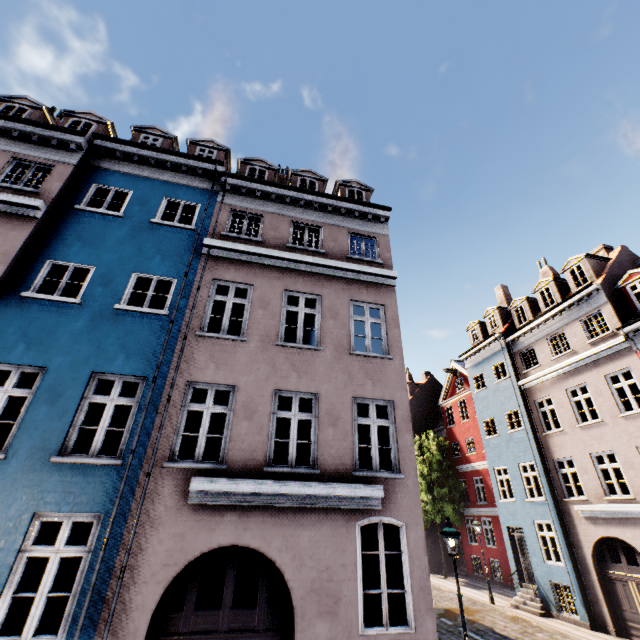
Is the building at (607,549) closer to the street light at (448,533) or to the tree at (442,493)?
the street light at (448,533)

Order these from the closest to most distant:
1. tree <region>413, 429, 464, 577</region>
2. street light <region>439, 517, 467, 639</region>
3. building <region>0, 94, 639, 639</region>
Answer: building <region>0, 94, 639, 639</region> → street light <region>439, 517, 467, 639</region> → tree <region>413, 429, 464, 577</region>

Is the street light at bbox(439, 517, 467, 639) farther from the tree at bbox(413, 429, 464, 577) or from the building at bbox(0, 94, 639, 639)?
the tree at bbox(413, 429, 464, 577)

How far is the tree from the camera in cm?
2398

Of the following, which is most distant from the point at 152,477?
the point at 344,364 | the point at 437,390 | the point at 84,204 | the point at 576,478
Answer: the point at 437,390

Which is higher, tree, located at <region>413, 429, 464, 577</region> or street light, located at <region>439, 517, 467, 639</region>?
tree, located at <region>413, 429, 464, 577</region>

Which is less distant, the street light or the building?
the building

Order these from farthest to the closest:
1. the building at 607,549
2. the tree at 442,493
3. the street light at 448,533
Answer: the tree at 442,493, the street light at 448,533, the building at 607,549
